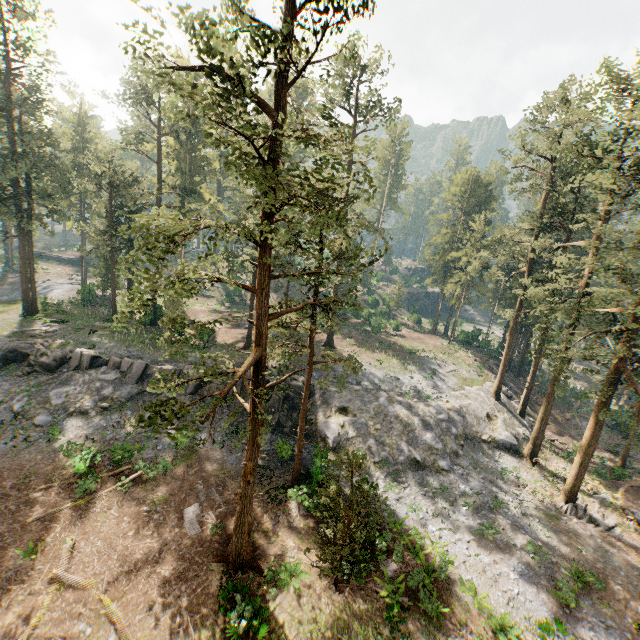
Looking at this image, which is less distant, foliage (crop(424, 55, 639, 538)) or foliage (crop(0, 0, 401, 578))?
foliage (crop(0, 0, 401, 578))

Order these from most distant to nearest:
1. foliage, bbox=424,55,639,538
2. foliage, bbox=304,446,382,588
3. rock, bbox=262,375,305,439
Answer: rock, bbox=262,375,305,439 < foliage, bbox=424,55,639,538 < foliage, bbox=304,446,382,588

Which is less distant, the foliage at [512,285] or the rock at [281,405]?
the foliage at [512,285]

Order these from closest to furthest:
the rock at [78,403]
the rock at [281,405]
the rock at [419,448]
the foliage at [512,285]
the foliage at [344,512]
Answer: the foliage at [344,512], the foliage at [512,285], the rock at [78,403], the rock at [419,448], the rock at [281,405]

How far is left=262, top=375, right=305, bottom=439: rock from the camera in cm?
2800

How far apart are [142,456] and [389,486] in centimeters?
1823cm

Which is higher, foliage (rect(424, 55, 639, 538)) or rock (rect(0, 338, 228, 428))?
foliage (rect(424, 55, 639, 538))
